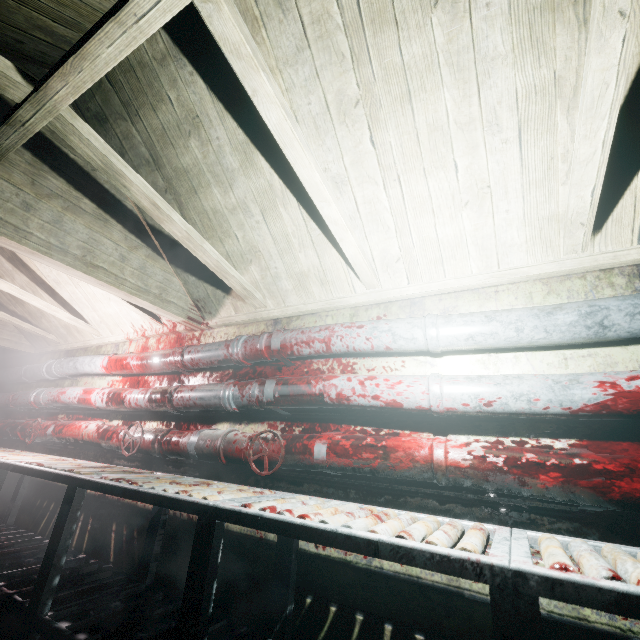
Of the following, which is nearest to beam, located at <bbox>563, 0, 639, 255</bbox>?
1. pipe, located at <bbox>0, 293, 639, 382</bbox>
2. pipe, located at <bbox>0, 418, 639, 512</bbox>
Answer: pipe, located at <bbox>0, 293, 639, 382</bbox>

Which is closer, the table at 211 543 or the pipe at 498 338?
the table at 211 543

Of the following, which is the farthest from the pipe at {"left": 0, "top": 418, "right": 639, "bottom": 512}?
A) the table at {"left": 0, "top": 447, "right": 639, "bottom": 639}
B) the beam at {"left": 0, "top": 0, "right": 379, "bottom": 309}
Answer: the beam at {"left": 0, "top": 0, "right": 379, "bottom": 309}

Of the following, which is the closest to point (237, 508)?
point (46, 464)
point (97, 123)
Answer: point (46, 464)

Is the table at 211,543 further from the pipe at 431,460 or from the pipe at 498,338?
the pipe at 498,338

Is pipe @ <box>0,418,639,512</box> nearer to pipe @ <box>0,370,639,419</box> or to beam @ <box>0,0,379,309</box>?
pipe @ <box>0,370,639,419</box>

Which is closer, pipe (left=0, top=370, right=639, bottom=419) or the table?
the table

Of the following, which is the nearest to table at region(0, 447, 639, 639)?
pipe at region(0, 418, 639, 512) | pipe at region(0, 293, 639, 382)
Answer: pipe at region(0, 418, 639, 512)
